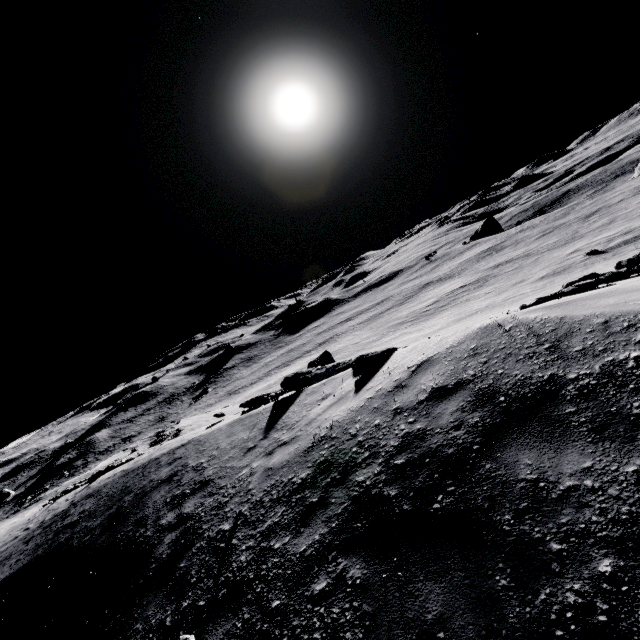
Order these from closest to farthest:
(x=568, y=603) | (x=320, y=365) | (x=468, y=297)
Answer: (x=568, y=603)
(x=320, y=365)
(x=468, y=297)
